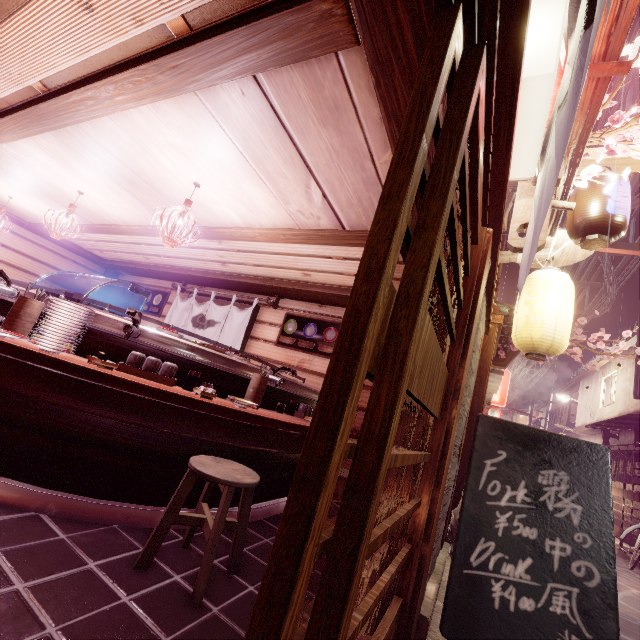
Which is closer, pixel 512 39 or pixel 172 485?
pixel 512 39

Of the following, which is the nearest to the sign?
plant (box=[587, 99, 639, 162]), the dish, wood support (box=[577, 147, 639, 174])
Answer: plant (box=[587, 99, 639, 162])

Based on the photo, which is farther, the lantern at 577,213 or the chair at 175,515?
the lantern at 577,213

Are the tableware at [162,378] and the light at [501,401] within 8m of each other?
no

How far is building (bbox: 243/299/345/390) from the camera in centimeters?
Answer: 957cm

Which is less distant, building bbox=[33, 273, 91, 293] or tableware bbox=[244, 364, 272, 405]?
tableware bbox=[244, 364, 272, 405]

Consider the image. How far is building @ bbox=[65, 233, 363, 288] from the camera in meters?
7.4

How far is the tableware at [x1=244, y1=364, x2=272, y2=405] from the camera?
5.5 meters
